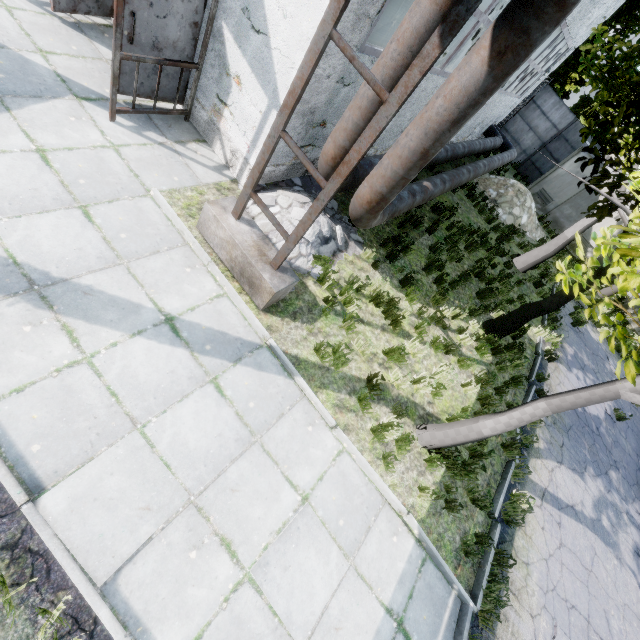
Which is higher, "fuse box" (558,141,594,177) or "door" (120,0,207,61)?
"fuse box" (558,141,594,177)

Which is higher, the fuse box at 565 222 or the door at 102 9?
the fuse box at 565 222

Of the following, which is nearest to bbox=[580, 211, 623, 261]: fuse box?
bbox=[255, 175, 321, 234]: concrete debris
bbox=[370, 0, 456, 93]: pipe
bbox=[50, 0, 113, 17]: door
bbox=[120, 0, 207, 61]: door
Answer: bbox=[370, 0, 456, 93]: pipe

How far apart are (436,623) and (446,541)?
1.0m

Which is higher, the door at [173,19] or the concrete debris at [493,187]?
the door at [173,19]

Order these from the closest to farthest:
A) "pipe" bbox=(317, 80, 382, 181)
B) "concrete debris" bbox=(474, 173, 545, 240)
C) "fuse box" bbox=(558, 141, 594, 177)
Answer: "pipe" bbox=(317, 80, 382, 181), "concrete debris" bbox=(474, 173, 545, 240), "fuse box" bbox=(558, 141, 594, 177)

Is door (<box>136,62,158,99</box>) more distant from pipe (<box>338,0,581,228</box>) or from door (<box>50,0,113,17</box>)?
pipe (<box>338,0,581,228</box>)

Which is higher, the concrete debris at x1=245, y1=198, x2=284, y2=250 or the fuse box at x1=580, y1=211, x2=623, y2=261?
the fuse box at x1=580, y1=211, x2=623, y2=261
